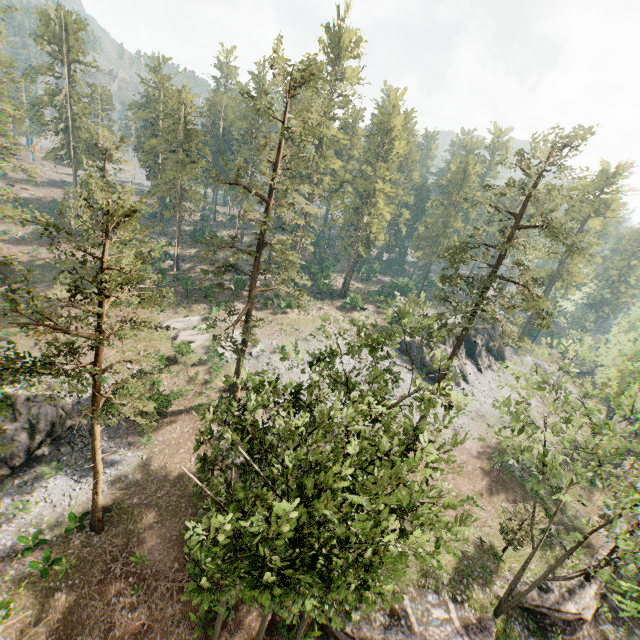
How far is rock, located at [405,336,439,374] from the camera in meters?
45.2 m

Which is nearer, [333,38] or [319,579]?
[319,579]

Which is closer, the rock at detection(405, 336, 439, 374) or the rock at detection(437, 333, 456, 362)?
the rock at detection(405, 336, 439, 374)

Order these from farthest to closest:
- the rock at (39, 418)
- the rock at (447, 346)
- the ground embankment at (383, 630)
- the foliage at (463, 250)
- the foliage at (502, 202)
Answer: the rock at (447, 346) < the foliage at (502, 202) < the rock at (39, 418) < the ground embankment at (383, 630) < the foliage at (463, 250)

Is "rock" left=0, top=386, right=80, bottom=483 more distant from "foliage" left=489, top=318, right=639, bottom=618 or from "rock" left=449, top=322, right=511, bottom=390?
"rock" left=449, top=322, right=511, bottom=390

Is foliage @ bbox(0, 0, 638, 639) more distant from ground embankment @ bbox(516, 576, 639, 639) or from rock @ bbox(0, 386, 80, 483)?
rock @ bbox(0, 386, 80, 483)

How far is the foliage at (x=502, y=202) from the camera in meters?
24.3 m

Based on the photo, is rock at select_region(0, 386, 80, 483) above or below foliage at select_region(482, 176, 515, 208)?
below
